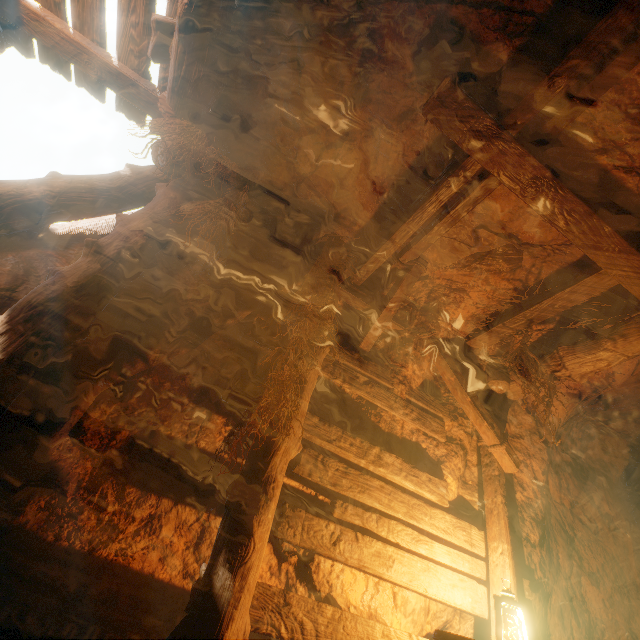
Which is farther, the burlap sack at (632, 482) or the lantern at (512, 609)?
the burlap sack at (632, 482)

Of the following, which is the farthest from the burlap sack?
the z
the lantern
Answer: the lantern

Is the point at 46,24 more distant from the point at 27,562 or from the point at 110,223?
the point at 27,562

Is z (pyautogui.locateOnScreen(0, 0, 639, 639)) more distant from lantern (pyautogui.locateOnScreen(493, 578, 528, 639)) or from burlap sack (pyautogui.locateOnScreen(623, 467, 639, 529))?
lantern (pyautogui.locateOnScreen(493, 578, 528, 639))

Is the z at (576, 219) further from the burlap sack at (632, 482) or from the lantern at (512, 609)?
the lantern at (512, 609)

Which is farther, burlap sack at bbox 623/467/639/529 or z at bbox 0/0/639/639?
burlap sack at bbox 623/467/639/529
